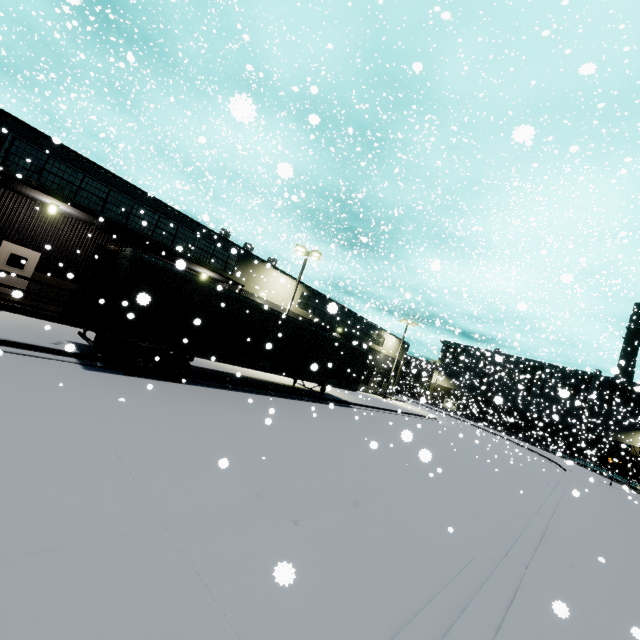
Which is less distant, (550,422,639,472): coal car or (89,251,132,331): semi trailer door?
(89,251,132,331): semi trailer door

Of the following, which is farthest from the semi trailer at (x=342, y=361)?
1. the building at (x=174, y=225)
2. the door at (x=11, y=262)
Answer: the door at (x=11, y=262)

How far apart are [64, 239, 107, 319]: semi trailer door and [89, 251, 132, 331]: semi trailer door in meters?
0.5 m

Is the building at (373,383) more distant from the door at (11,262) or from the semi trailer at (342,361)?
the semi trailer at (342,361)

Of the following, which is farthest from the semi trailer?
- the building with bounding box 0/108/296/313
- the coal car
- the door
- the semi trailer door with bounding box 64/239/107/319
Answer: the door

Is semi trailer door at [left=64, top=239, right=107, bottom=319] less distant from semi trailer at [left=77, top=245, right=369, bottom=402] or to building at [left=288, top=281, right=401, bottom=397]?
semi trailer at [left=77, top=245, right=369, bottom=402]

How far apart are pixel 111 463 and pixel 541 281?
27.26m

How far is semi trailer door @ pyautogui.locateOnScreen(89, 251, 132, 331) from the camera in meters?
9.8 m
